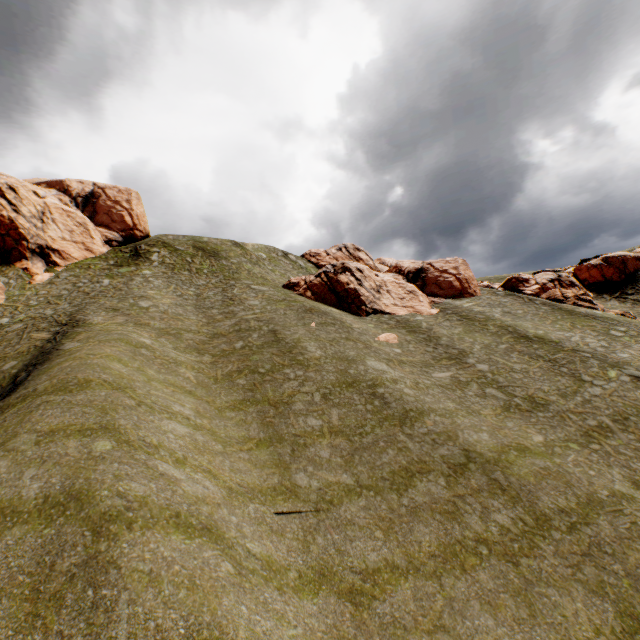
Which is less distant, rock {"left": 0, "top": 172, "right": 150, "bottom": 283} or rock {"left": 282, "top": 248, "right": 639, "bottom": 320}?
rock {"left": 0, "top": 172, "right": 150, "bottom": 283}

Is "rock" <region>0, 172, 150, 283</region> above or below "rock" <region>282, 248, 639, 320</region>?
above

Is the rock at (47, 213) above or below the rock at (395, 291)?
above

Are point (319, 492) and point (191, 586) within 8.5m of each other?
yes

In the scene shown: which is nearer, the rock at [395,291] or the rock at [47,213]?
the rock at [47,213]
